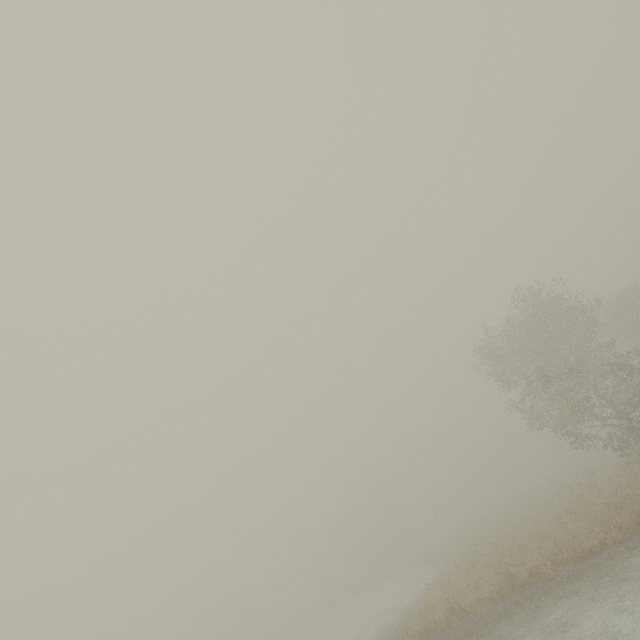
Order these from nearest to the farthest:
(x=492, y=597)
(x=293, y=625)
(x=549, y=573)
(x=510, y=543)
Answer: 1. (x=549, y=573)
2. (x=492, y=597)
3. (x=510, y=543)
4. (x=293, y=625)
